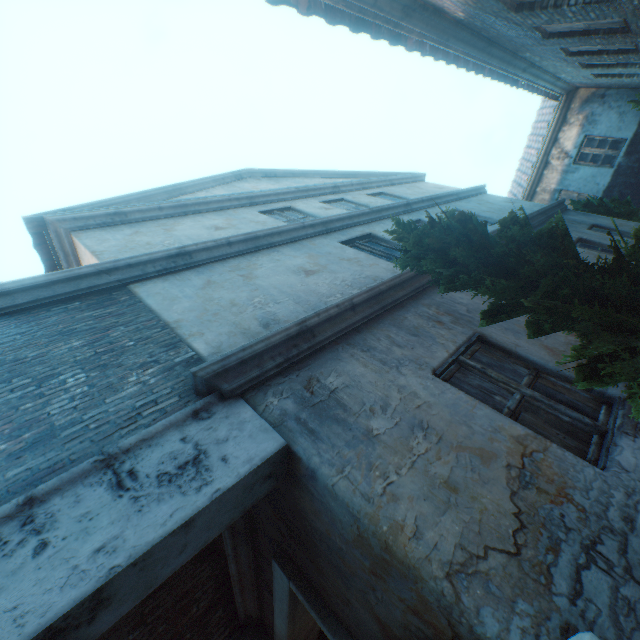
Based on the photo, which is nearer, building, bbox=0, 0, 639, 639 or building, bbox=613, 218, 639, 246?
building, bbox=0, 0, 639, 639

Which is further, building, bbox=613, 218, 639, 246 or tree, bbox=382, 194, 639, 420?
building, bbox=613, 218, 639, 246

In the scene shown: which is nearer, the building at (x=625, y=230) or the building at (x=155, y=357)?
the building at (x=155, y=357)

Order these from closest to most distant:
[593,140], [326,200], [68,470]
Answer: [68,470]
[326,200]
[593,140]

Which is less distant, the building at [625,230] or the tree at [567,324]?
the tree at [567,324]
